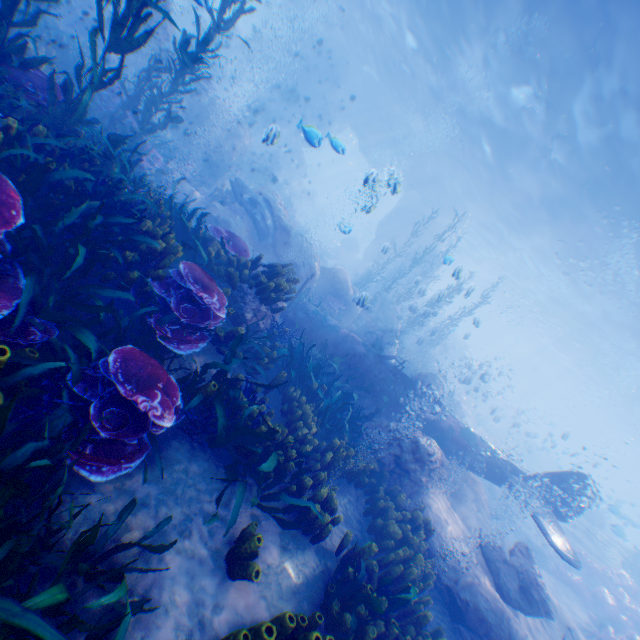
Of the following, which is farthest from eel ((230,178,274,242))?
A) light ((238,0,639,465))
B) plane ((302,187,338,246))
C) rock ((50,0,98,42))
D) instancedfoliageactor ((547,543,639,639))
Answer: plane ((302,187,338,246))

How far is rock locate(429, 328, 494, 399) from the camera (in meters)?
14.51

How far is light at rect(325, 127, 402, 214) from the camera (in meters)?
6.96

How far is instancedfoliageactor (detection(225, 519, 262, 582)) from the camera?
3.4 meters

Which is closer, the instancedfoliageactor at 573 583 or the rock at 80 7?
the rock at 80 7

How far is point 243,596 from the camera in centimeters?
343cm

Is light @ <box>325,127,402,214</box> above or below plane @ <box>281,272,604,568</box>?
above

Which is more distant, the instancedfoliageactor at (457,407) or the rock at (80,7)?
the instancedfoliageactor at (457,407)
